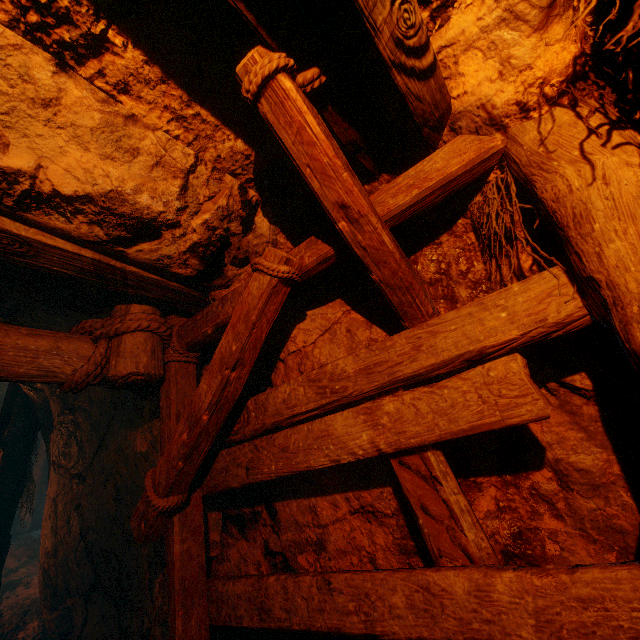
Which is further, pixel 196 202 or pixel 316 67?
pixel 196 202
